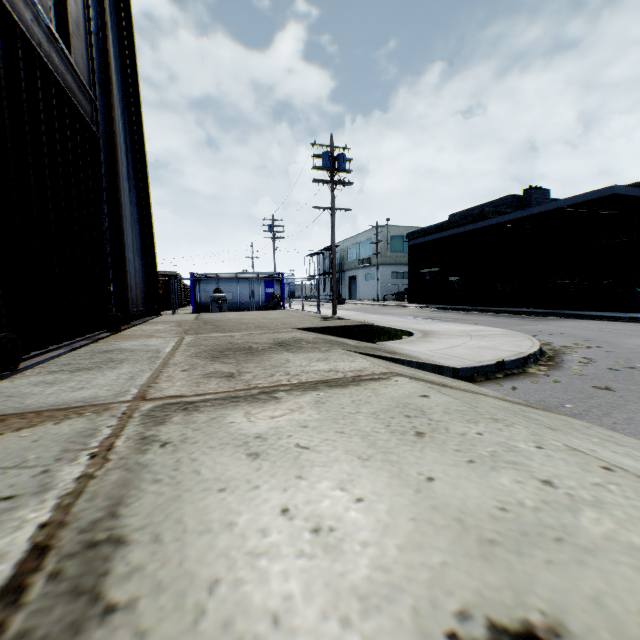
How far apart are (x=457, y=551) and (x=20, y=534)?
1.5 meters

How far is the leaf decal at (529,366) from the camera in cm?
545

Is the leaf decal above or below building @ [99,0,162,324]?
below

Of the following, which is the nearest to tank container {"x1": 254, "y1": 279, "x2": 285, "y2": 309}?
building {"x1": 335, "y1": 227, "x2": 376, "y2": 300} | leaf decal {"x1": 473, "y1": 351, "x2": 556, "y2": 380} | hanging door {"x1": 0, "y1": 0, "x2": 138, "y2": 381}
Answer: hanging door {"x1": 0, "y1": 0, "x2": 138, "y2": 381}

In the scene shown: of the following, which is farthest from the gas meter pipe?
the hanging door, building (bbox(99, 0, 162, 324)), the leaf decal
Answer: the leaf decal

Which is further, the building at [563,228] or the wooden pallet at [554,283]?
the wooden pallet at [554,283]

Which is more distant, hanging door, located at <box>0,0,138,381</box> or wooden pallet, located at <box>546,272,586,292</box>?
wooden pallet, located at <box>546,272,586,292</box>

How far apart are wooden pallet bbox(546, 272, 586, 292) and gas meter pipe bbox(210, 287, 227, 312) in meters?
19.4 m
